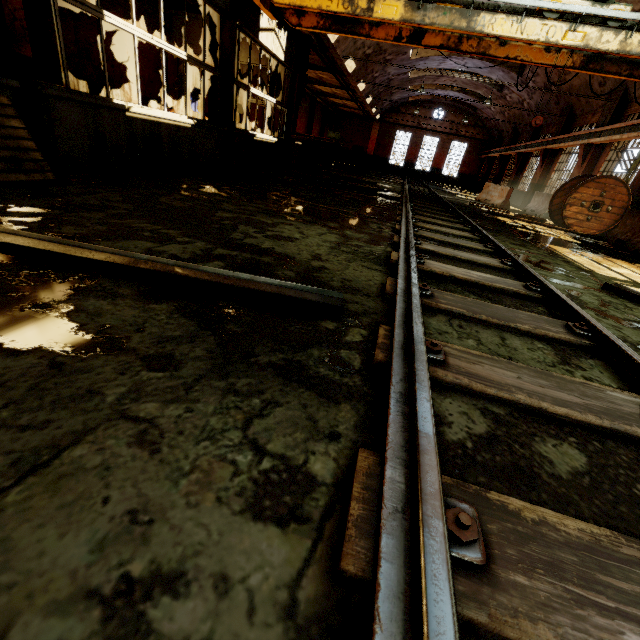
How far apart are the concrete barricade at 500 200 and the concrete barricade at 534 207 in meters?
0.9 m

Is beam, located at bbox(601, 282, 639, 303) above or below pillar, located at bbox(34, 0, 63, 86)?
below

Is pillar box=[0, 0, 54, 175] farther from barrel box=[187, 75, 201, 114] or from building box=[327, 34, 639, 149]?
barrel box=[187, 75, 201, 114]

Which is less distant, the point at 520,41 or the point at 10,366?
the point at 10,366

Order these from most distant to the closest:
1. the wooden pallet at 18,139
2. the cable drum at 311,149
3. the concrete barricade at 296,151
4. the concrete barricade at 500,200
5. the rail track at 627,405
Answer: the concrete barricade at 500,200
the concrete barricade at 296,151
the cable drum at 311,149
the wooden pallet at 18,139
the rail track at 627,405

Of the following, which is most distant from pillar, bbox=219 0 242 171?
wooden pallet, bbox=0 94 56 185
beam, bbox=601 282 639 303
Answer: beam, bbox=601 282 639 303

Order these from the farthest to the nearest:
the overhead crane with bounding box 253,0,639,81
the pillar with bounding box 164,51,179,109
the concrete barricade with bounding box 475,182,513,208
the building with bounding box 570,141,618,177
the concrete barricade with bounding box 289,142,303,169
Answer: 1. the concrete barricade with bounding box 475,182,513,208
2. the building with bounding box 570,141,618,177
3. the concrete barricade with bounding box 289,142,303,169
4. the pillar with bounding box 164,51,179,109
5. the overhead crane with bounding box 253,0,639,81

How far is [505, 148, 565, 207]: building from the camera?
18.84m
